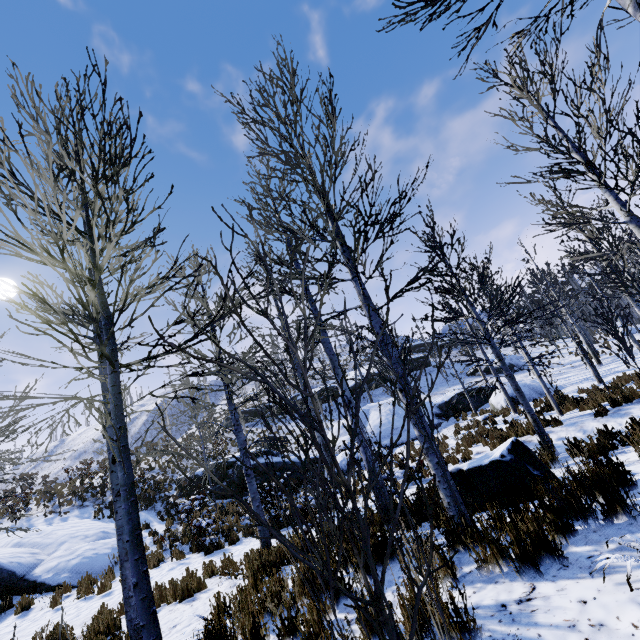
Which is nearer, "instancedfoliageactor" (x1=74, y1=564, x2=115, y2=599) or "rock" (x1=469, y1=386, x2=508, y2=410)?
"instancedfoliageactor" (x1=74, y1=564, x2=115, y2=599)

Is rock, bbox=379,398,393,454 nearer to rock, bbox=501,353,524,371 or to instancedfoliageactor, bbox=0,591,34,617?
instancedfoliageactor, bbox=0,591,34,617

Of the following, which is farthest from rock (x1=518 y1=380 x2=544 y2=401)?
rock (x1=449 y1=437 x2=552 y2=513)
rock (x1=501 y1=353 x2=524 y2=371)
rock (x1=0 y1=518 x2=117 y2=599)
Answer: rock (x1=449 y1=437 x2=552 y2=513)

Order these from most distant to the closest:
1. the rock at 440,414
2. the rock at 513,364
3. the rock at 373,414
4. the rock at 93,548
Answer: the rock at 513,364 → the rock at 440,414 → the rock at 373,414 → the rock at 93,548

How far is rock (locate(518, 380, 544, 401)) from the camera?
18.36m

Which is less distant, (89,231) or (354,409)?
(89,231)

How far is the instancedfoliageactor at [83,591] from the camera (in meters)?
8.69

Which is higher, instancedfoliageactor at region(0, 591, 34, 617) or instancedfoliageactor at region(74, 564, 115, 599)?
instancedfoliageactor at region(0, 591, 34, 617)
